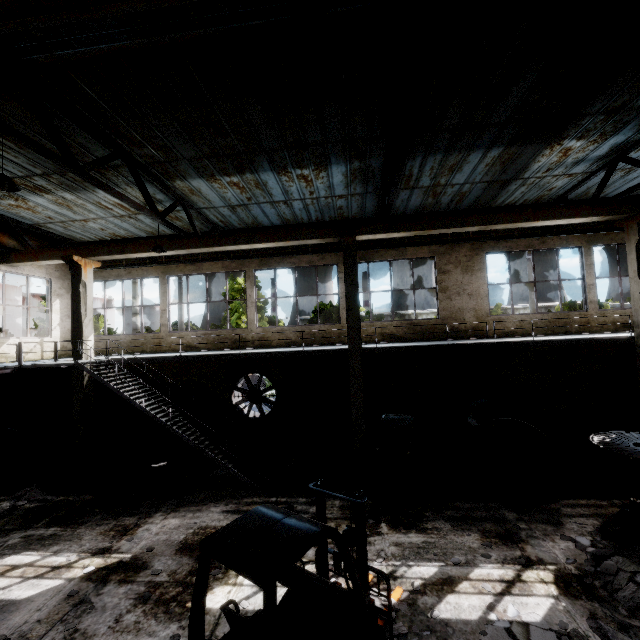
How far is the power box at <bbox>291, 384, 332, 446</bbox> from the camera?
13.1 meters

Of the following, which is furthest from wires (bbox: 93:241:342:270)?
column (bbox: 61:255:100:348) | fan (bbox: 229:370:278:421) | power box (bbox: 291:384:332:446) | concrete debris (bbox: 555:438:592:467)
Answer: concrete debris (bbox: 555:438:592:467)

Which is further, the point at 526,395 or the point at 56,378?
the point at 56,378

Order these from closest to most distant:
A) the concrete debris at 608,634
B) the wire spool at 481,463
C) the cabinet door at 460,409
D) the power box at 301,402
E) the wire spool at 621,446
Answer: the concrete debris at 608,634, the wire spool at 621,446, the wire spool at 481,463, the cabinet door at 460,409, the power box at 301,402

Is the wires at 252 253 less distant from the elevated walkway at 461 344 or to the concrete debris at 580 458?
the elevated walkway at 461 344

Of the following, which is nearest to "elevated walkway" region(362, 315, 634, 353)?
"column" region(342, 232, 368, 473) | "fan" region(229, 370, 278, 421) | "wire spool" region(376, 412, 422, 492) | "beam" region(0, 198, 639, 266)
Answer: "column" region(342, 232, 368, 473)

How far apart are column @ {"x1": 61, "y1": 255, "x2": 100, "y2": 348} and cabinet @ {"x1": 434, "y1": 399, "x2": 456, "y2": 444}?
13.0 meters

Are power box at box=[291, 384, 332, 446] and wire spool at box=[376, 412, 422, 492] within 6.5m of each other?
yes
